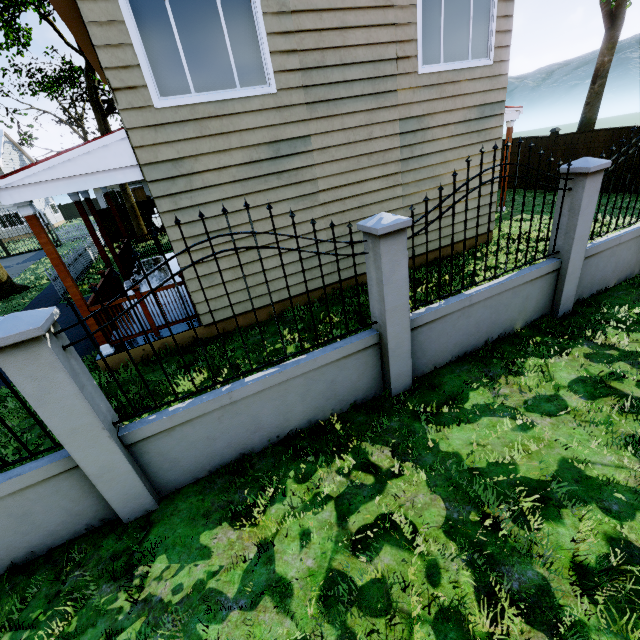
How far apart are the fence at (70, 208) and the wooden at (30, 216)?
48.3 meters

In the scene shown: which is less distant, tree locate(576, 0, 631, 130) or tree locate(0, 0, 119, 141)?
tree locate(576, 0, 631, 130)

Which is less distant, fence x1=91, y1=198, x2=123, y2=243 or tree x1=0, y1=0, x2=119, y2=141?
tree x1=0, y1=0, x2=119, y2=141

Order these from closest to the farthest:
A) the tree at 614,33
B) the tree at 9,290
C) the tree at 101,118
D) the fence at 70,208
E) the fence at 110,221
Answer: the tree at 614,33, the tree at 101,118, the tree at 9,290, the fence at 110,221, the fence at 70,208

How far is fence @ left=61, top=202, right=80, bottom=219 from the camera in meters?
42.1

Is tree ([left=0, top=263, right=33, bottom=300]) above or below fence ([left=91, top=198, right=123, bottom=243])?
below

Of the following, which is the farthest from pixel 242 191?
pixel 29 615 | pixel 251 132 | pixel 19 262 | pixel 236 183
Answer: pixel 19 262

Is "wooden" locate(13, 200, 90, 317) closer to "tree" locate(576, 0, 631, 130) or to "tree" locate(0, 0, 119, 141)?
"tree" locate(0, 0, 119, 141)
